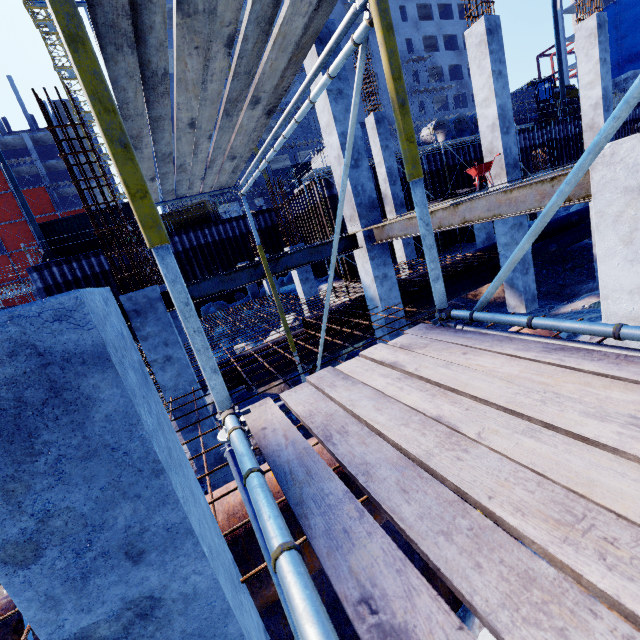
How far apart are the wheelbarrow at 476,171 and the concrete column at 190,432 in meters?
6.9 m

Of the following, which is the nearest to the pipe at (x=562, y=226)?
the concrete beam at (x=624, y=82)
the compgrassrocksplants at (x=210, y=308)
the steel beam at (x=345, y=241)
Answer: the steel beam at (x=345, y=241)

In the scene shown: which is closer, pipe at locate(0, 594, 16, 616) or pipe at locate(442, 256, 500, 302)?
pipe at locate(0, 594, 16, 616)

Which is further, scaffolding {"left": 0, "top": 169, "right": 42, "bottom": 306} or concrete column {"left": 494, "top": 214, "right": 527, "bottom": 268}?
scaffolding {"left": 0, "top": 169, "right": 42, "bottom": 306}

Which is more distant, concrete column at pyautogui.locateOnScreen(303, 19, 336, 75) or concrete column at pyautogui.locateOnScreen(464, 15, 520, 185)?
concrete column at pyautogui.locateOnScreen(464, 15, 520, 185)

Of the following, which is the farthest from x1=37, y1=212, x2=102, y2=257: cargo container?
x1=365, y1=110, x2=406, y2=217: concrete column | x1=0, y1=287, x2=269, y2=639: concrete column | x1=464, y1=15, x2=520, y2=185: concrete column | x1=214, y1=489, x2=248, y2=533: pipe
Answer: x1=0, y1=287, x2=269, y2=639: concrete column

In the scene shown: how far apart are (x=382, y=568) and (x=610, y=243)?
4.1 meters

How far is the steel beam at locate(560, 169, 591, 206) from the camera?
3.6 meters
